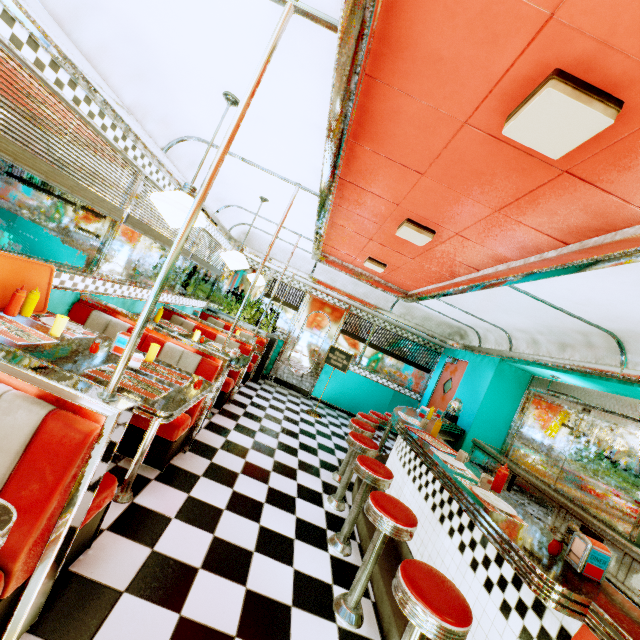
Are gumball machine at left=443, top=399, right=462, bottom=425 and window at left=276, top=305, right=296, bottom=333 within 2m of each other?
no

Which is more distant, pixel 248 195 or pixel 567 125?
pixel 248 195

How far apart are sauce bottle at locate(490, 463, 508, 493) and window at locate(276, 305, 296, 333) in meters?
6.3

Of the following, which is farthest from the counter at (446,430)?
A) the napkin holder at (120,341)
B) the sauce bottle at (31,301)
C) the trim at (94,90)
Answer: Result: the sauce bottle at (31,301)

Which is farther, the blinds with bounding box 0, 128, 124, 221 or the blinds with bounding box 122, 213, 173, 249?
the blinds with bounding box 122, 213, 173, 249

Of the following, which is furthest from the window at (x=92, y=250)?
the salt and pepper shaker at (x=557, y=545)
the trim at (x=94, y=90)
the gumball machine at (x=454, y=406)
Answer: the gumball machine at (x=454, y=406)

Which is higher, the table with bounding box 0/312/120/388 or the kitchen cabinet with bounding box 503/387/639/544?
the kitchen cabinet with bounding box 503/387/639/544

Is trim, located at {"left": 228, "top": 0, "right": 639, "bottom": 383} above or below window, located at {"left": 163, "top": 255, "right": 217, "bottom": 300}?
above
